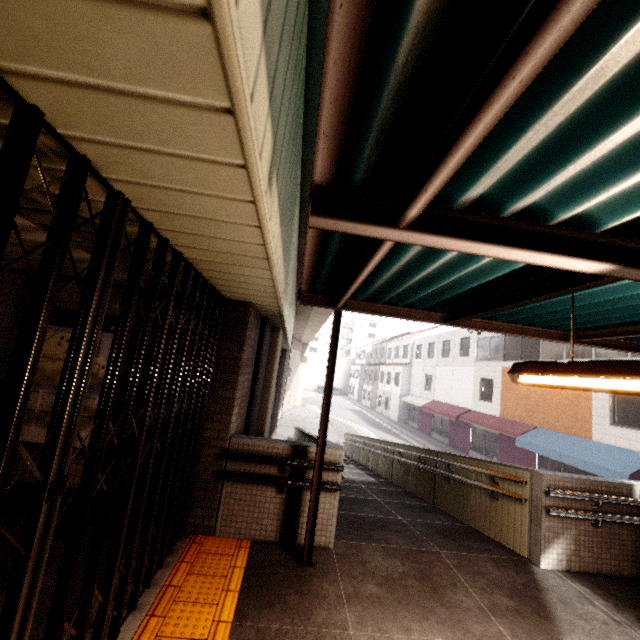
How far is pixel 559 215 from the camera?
1.65m

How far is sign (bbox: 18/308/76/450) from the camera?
4.0 meters

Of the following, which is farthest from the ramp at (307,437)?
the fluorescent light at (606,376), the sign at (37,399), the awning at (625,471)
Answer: the awning at (625,471)

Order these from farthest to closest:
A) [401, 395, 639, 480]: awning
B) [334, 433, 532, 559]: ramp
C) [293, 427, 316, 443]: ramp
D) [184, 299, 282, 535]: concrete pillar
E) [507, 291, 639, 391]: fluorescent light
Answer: [401, 395, 639, 480]: awning, [293, 427, 316, 443]: ramp, [334, 433, 532, 559]: ramp, [184, 299, 282, 535]: concrete pillar, [507, 291, 639, 391]: fluorescent light

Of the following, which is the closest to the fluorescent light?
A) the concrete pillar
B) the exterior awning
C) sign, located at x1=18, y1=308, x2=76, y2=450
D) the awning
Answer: the exterior awning

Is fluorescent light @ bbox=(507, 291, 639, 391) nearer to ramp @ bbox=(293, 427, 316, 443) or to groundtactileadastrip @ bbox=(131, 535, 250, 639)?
ramp @ bbox=(293, 427, 316, 443)

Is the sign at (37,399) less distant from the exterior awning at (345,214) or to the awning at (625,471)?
the exterior awning at (345,214)

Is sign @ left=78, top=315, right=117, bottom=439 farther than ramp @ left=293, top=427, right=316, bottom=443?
No
